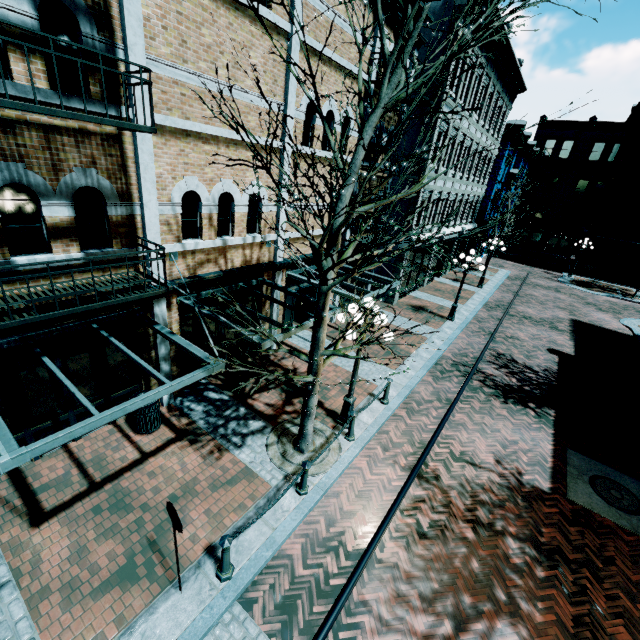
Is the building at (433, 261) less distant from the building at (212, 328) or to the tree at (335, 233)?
the building at (212, 328)

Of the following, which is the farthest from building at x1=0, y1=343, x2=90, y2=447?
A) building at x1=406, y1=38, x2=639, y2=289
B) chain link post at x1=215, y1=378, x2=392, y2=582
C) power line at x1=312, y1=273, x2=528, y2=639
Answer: building at x1=406, y1=38, x2=639, y2=289

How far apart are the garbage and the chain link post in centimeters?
363cm

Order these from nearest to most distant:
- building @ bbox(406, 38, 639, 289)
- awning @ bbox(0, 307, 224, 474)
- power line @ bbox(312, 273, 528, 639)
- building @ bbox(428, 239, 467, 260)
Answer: power line @ bbox(312, 273, 528, 639)
awning @ bbox(0, 307, 224, 474)
building @ bbox(406, 38, 639, 289)
building @ bbox(428, 239, 467, 260)

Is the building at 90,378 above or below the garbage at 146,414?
above

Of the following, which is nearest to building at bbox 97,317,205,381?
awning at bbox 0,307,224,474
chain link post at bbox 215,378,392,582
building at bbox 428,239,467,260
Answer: awning at bbox 0,307,224,474

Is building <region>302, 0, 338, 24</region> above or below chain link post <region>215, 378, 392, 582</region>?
above

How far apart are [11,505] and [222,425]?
4.0 meters
